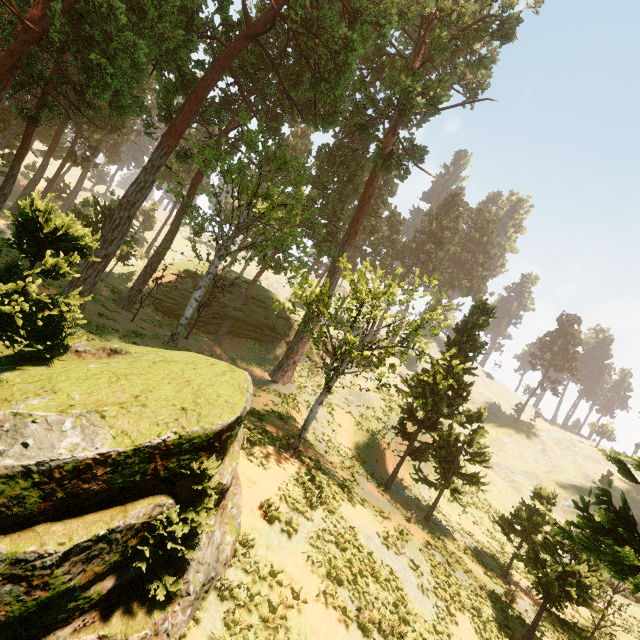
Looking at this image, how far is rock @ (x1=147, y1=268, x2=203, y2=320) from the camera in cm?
3450

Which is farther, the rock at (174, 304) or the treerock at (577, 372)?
the treerock at (577, 372)

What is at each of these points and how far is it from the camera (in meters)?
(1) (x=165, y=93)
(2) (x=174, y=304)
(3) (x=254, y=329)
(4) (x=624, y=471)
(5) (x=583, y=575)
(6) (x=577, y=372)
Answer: (1) treerock, 21.91
(2) rock, 34.66
(3) rock, 37.44
(4) treerock, 9.30
(5) treerock, 13.34
(6) treerock, 59.97

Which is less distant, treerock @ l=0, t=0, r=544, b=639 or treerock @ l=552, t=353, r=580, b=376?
treerock @ l=0, t=0, r=544, b=639

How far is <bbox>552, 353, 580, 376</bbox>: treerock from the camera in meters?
58.5

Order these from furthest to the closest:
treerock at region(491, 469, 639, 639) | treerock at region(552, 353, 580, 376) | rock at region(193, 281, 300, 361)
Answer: treerock at region(552, 353, 580, 376) < rock at region(193, 281, 300, 361) < treerock at region(491, 469, 639, 639)

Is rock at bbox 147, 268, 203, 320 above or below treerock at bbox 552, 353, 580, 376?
below

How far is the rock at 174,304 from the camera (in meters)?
34.50
